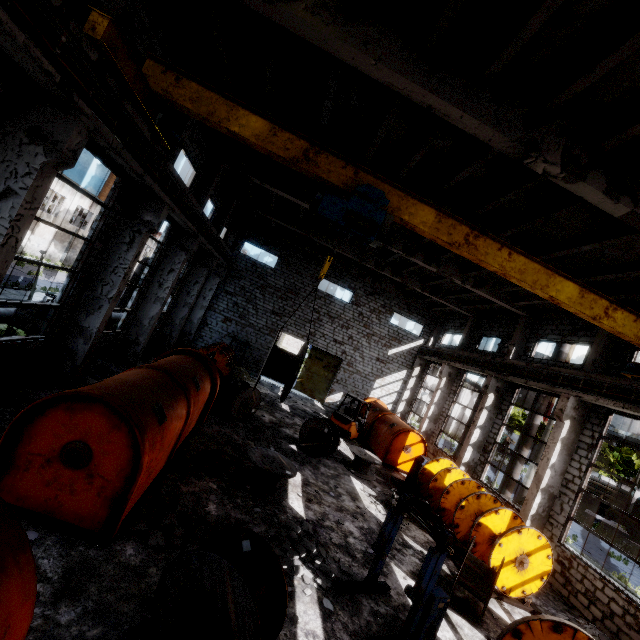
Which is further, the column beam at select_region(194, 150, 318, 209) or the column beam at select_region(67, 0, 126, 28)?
the column beam at select_region(194, 150, 318, 209)

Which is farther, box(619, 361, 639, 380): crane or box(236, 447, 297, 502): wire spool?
box(619, 361, 639, 380): crane

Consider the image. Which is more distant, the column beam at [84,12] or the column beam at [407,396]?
the column beam at [407,396]

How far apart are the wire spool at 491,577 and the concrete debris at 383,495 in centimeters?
232cm

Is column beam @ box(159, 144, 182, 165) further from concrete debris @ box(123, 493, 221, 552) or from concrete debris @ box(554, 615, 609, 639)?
concrete debris @ box(123, 493, 221, 552)

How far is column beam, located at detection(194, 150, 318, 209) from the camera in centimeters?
1457cm

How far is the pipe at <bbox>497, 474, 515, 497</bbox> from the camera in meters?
15.4 m

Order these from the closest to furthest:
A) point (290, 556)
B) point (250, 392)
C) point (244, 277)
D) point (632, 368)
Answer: point (290, 556)
point (632, 368)
point (250, 392)
point (244, 277)
